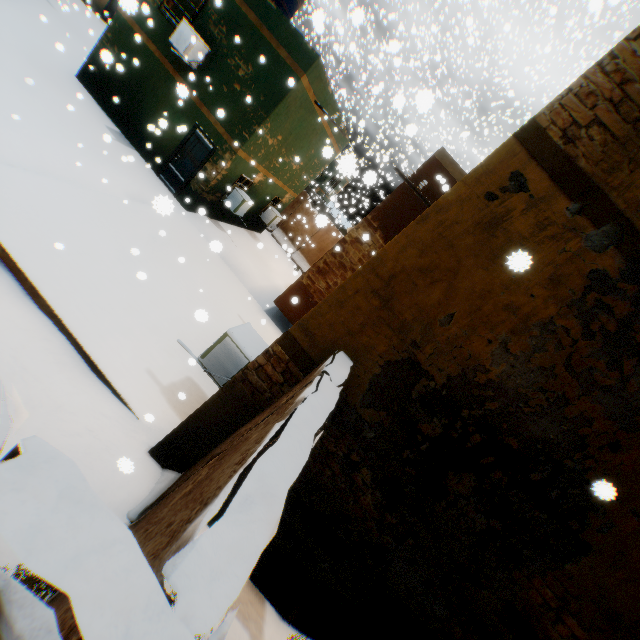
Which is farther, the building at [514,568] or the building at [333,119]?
the building at [333,119]

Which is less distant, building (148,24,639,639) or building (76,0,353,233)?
building (148,24,639,639)

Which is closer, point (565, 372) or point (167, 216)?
point (565, 372)
